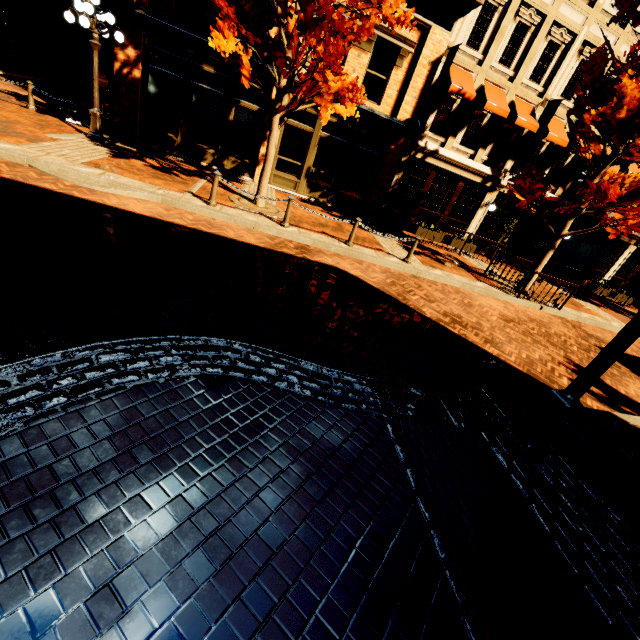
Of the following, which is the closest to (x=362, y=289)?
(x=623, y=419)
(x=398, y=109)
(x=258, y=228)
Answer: (x=258, y=228)

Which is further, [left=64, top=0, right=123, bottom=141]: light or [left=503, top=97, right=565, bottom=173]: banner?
[left=503, top=97, right=565, bottom=173]: banner

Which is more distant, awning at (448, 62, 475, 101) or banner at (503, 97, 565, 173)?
banner at (503, 97, 565, 173)

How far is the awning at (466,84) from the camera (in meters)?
12.23

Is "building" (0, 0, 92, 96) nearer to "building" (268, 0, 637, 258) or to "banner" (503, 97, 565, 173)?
"building" (268, 0, 637, 258)

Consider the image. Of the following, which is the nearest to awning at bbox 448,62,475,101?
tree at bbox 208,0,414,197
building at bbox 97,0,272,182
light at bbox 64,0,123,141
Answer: building at bbox 97,0,272,182

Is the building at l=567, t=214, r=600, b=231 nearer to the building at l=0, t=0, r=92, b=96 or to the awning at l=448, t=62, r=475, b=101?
the awning at l=448, t=62, r=475, b=101

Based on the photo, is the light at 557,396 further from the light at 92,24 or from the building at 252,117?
the light at 92,24
